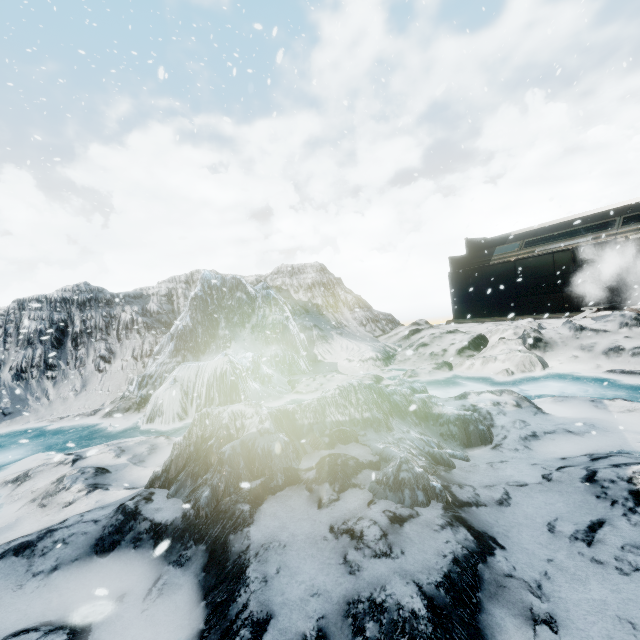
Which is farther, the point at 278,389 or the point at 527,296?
the point at 527,296
